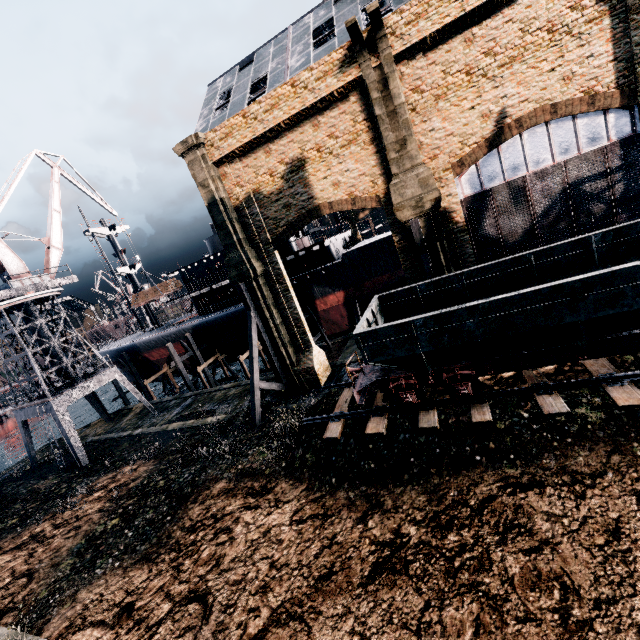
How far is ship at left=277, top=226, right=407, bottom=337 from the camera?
31.30m

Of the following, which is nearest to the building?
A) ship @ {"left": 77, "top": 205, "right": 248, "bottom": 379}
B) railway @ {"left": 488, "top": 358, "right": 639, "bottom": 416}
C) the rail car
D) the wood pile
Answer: the rail car

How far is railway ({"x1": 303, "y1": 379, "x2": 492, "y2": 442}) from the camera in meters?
11.4

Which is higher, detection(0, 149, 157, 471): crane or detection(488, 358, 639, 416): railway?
detection(0, 149, 157, 471): crane

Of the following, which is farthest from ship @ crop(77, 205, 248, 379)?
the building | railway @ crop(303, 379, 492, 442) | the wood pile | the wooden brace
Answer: railway @ crop(303, 379, 492, 442)

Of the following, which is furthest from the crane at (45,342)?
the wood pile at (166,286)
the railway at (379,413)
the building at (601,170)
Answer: the railway at (379,413)

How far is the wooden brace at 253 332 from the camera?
20.6 meters

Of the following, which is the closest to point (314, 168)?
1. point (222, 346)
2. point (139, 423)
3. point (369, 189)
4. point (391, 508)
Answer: point (369, 189)
